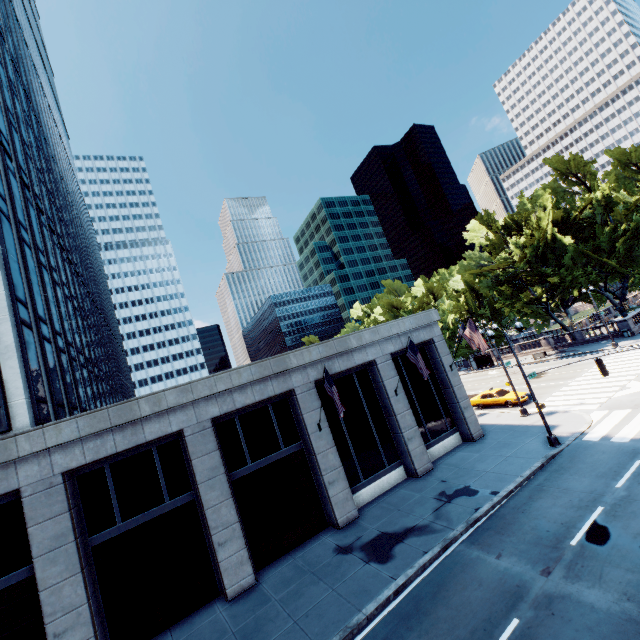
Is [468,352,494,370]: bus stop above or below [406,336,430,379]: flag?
below

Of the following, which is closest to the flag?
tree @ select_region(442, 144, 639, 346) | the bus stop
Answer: tree @ select_region(442, 144, 639, 346)

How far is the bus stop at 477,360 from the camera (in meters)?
50.56

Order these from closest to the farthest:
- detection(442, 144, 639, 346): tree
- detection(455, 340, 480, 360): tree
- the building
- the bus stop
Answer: the building → detection(442, 144, 639, 346): tree → the bus stop → detection(455, 340, 480, 360): tree

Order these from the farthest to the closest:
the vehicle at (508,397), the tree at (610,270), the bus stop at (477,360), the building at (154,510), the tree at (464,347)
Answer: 1. the tree at (464,347)
2. the bus stop at (477,360)
3. the tree at (610,270)
4. the vehicle at (508,397)
5. the building at (154,510)

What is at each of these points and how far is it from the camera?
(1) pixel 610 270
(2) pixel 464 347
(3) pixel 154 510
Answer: (1) tree, 42.7 meters
(2) tree, 58.8 meters
(3) building, 14.7 meters

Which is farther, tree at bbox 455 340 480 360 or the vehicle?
tree at bbox 455 340 480 360

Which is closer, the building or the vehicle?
the building
